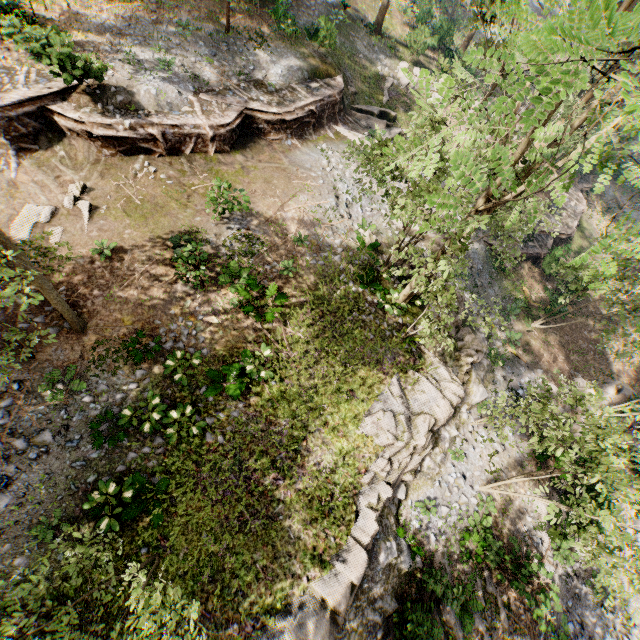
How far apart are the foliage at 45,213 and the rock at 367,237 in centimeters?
1348cm

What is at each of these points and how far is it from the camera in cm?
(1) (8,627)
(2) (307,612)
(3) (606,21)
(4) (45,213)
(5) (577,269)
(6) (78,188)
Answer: (1) foliage, 449
(2) rock, 962
(3) foliage, 181
(4) foliage, 1270
(5) foliage, 1716
(6) foliage, 1370

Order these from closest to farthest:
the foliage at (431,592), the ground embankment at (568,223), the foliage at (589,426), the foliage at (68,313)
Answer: the foliage at (68,313) → the foliage at (589,426) → the foliage at (431,592) → the ground embankment at (568,223)

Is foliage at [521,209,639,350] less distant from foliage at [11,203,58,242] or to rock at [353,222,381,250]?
rock at [353,222,381,250]

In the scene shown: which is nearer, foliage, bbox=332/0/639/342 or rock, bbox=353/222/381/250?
foliage, bbox=332/0/639/342

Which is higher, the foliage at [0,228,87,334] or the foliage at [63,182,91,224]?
the foliage at [0,228,87,334]

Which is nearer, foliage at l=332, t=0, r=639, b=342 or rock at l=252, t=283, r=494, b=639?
foliage at l=332, t=0, r=639, b=342

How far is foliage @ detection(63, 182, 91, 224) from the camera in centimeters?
1323cm
